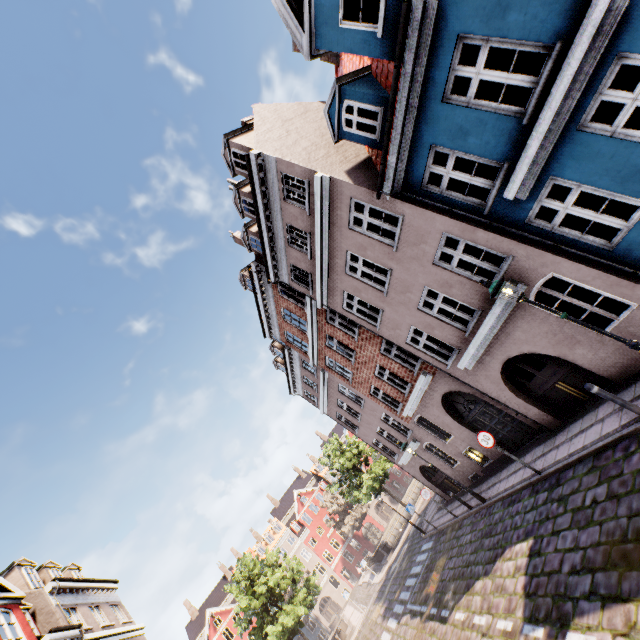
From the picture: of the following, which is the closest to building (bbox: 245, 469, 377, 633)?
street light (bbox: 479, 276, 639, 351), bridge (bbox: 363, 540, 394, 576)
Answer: street light (bbox: 479, 276, 639, 351)

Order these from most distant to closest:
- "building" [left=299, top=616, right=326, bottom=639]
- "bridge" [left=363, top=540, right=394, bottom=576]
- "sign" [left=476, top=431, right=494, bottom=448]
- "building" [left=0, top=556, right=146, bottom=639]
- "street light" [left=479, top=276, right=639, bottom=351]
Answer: "building" [left=299, top=616, right=326, bottom=639] → "bridge" [left=363, top=540, right=394, bottom=576] → "building" [left=0, top=556, right=146, bottom=639] → "sign" [left=476, top=431, right=494, bottom=448] → "street light" [left=479, top=276, right=639, bottom=351]

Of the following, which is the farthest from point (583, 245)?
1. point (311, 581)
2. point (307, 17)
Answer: point (311, 581)

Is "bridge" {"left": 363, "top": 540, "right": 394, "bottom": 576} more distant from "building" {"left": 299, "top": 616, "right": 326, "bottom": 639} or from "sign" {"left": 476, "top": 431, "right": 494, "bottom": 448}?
"sign" {"left": 476, "top": 431, "right": 494, "bottom": 448}

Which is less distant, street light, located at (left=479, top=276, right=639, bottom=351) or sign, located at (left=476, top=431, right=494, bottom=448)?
street light, located at (left=479, top=276, right=639, bottom=351)

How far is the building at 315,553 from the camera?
48.8m

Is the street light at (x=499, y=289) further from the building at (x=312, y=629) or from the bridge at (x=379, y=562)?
the bridge at (x=379, y=562)
